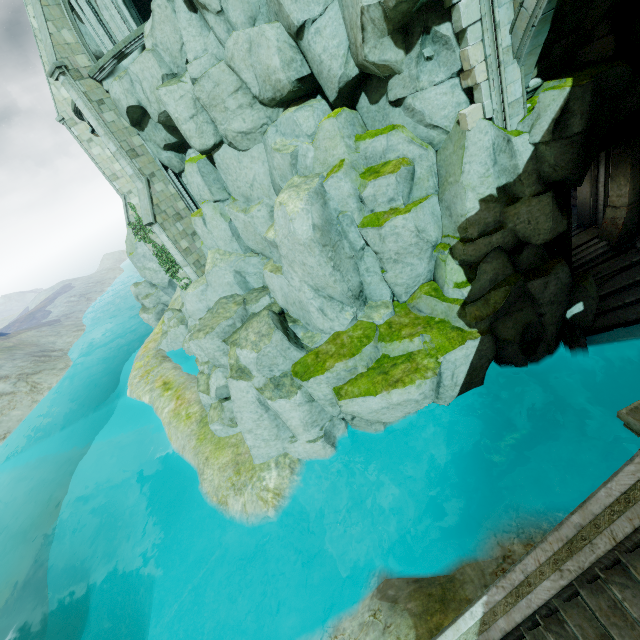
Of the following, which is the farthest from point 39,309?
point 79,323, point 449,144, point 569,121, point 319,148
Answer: point 569,121

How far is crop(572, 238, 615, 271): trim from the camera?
11.8m

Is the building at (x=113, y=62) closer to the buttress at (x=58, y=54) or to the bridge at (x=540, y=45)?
the buttress at (x=58, y=54)

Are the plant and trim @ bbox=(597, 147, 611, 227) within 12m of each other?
no

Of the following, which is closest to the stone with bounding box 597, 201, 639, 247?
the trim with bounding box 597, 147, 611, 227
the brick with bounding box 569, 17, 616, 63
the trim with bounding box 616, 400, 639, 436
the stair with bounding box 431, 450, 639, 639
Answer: the trim with bounding box 597, 147, 611, 227

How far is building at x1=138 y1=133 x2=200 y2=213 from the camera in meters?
16.0 m

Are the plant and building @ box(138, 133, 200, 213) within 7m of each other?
yes

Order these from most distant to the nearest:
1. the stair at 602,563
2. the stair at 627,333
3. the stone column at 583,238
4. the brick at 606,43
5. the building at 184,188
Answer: the building at 184,188 → the stair at 627,333 → the stone column at 583,238 → the brick at 606,43 → the stair at 602,563
